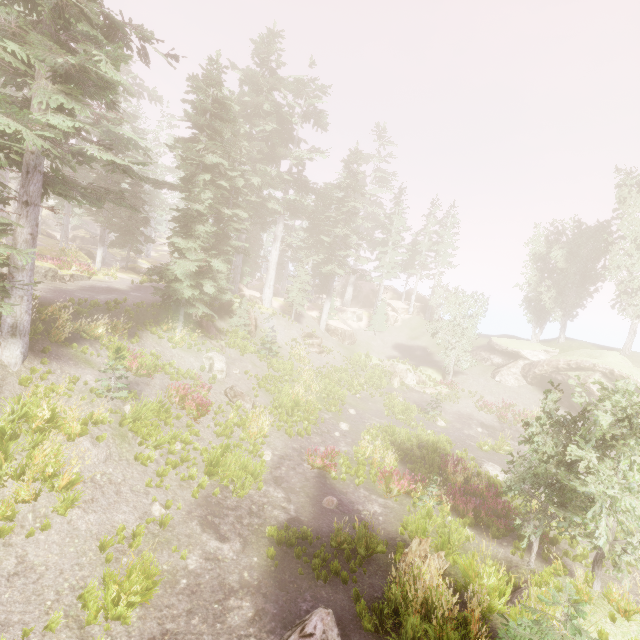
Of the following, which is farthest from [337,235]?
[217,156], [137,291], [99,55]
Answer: [99,55]

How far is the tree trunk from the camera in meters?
8.7

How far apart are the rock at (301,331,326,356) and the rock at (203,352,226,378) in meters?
12.2 m

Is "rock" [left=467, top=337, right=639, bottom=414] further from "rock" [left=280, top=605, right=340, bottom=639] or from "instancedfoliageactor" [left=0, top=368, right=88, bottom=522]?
"rock" [left=280, top=605, right=340, bottom=639]

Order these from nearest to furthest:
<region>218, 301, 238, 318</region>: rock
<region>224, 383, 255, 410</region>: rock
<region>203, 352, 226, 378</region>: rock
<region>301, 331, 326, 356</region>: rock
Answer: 1. <region>224, 383, 255, 410</region>: rock
2. <region>203, 352, 226, 378</region>: rock
3. <region>218, 301, 238, 318</region>: rock
4. <region>301, 331, 326, 356</region>: rock

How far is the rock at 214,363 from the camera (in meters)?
19.22

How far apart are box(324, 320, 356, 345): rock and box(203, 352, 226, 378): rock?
18.3 meters

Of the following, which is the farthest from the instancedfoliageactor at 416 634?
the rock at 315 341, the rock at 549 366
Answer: the rock at 315 341
